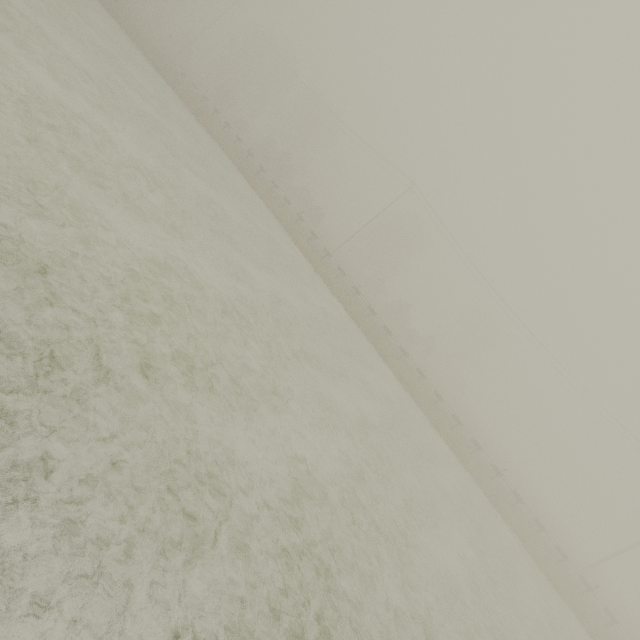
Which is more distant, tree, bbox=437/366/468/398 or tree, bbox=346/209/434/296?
tree, bbox=437/366/468/398

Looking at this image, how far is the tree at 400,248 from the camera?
49.06m

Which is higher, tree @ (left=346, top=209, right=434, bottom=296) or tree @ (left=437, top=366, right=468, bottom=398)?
tree @ (left=346, top=209, right=434, bottom=296)

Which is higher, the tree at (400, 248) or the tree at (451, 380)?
the tree at (400, 248)

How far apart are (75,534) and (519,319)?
35.94m

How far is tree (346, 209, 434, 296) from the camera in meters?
49.1

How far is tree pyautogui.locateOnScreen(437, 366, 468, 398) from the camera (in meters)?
50.35
